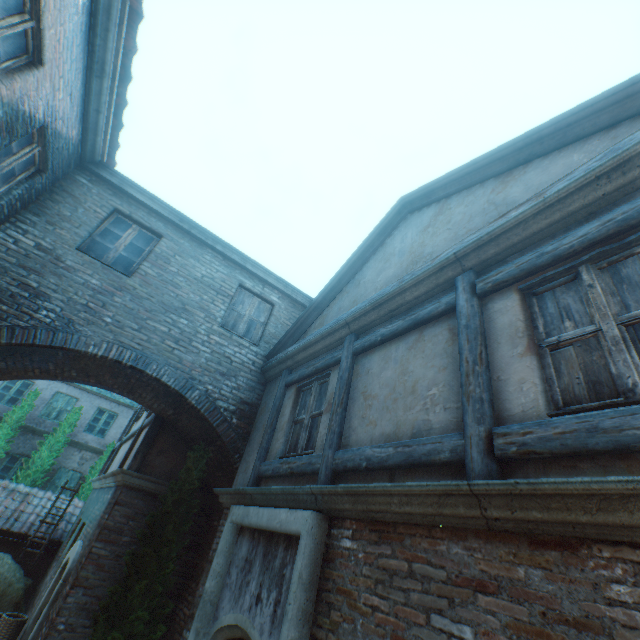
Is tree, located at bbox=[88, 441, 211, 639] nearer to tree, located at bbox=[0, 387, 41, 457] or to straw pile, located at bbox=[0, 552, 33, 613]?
straw pile, located at bbox=[0, 552, 33, 613]

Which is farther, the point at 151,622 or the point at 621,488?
the point at 151,622

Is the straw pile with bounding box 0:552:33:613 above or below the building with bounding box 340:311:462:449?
below

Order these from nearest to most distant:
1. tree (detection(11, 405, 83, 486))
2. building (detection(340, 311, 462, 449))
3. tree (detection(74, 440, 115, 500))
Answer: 1. building (detection(340, 311, 462, 449))
2. tree (detection(11, 405, 83, 486))
3. tree (detection(74, 440, 115, 500))

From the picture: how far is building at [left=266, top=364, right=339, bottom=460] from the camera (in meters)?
4.71

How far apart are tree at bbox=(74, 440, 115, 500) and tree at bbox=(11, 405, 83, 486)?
1.37m

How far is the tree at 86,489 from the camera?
14.4m

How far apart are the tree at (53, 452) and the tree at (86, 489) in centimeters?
137cm
